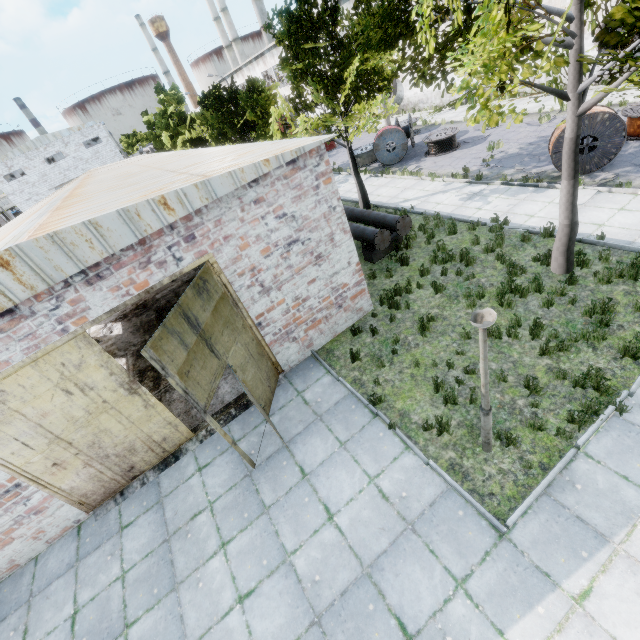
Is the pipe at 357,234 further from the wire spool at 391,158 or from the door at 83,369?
the door at 83,369

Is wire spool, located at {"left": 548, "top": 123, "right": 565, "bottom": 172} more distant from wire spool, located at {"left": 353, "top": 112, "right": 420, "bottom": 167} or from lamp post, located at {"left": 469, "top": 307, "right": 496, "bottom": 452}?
lamp post, located at {"left": 469, "top": 307, "right": 496, "bottom": 452}

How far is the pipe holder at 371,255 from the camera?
11.95m

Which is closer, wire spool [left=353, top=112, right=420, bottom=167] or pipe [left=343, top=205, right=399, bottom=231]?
pipe [left=343, top=205, right=399, bottom=231]

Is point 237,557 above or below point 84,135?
below

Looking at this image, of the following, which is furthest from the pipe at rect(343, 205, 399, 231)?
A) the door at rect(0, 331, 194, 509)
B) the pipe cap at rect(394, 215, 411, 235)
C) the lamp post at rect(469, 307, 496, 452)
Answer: the door at rect(0, 331, 194, 509)

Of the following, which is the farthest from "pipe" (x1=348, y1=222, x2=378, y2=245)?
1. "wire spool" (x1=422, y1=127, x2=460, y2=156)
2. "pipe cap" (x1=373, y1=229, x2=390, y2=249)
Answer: "wire spool" (x1=422, y1=127, x2=460, y2=156)

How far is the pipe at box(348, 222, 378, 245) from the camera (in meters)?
11.37
